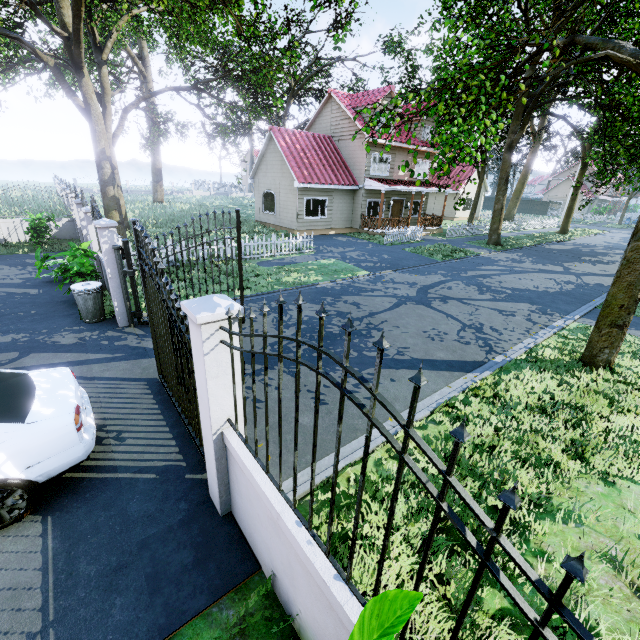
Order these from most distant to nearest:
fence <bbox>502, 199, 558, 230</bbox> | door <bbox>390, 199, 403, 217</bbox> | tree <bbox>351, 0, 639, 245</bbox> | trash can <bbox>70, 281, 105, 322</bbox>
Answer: fence <bbox>502, 199, 558, 230</bbox>, door <bbox>390, 199, 403, 217</bbox>, trash can <bbox>70, 281, 105, 322</bbox>, tree <bbox>351, 0, 639, 245</bbox>

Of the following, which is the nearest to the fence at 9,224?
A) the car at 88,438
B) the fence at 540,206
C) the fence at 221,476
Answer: the car at 88,438

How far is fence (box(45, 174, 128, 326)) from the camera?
7.3m

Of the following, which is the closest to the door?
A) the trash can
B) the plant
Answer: the trash can

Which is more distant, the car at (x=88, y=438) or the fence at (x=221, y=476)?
the car at (x=88, y=438)

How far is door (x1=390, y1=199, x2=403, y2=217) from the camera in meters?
25.4 m

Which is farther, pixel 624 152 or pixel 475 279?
pixel 624 152

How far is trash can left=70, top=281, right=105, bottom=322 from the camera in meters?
7.9 m
